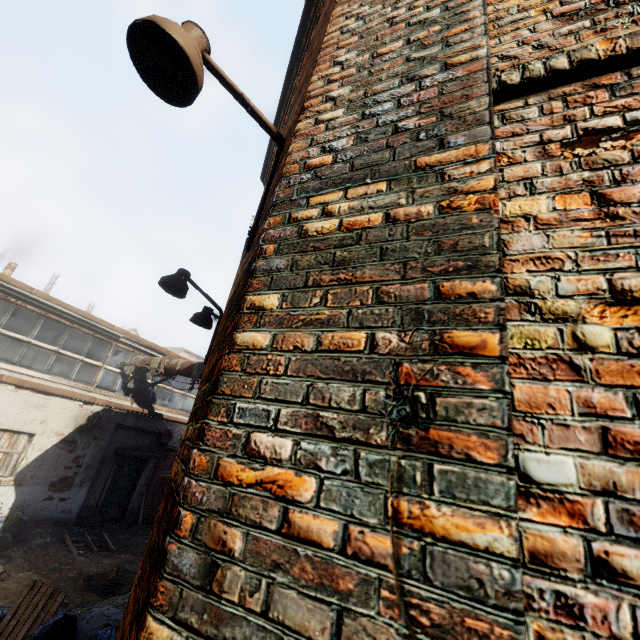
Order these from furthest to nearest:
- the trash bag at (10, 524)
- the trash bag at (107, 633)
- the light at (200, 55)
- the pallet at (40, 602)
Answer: the trash bag at (10, 524)
the pallet at (40, 602)
the trash bag at (107, 633)
the light at (200, 55)

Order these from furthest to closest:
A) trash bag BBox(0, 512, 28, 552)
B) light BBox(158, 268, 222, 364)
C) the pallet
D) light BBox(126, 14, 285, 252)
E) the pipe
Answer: the pipe → trash bag BBox(0, 512, 28, 552) → light BBox(158, 268, 222, 364) → the pallet → light BBox(126, 14, 285, 252)

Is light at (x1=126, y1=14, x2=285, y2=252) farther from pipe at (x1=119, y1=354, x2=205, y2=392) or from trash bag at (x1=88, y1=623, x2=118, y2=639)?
pipe at (x1=119, y1=354, x2=205, y2=392)

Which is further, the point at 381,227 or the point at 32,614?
the point at 32,614

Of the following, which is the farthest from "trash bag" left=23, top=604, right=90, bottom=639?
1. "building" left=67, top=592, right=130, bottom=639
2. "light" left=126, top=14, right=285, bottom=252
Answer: "light" left=126, top=14, right=285, bottom=252

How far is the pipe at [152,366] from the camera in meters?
10.4 m

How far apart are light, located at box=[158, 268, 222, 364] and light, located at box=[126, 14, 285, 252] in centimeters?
286cm

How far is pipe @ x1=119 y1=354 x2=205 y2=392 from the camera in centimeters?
1035cm
